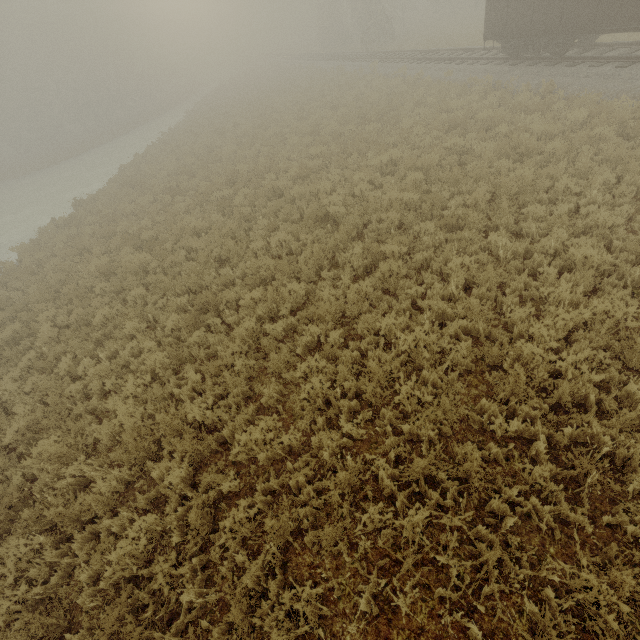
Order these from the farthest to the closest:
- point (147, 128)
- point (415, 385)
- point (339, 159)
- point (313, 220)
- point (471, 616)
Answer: point (147, 128)
point (339, 159)
point (313, 220)
point (415, 385)
point (471, 616)

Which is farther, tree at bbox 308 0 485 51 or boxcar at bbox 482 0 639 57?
tree at bbox 308 0 485 51

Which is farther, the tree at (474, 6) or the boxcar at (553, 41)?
the tree at (474, 6)
